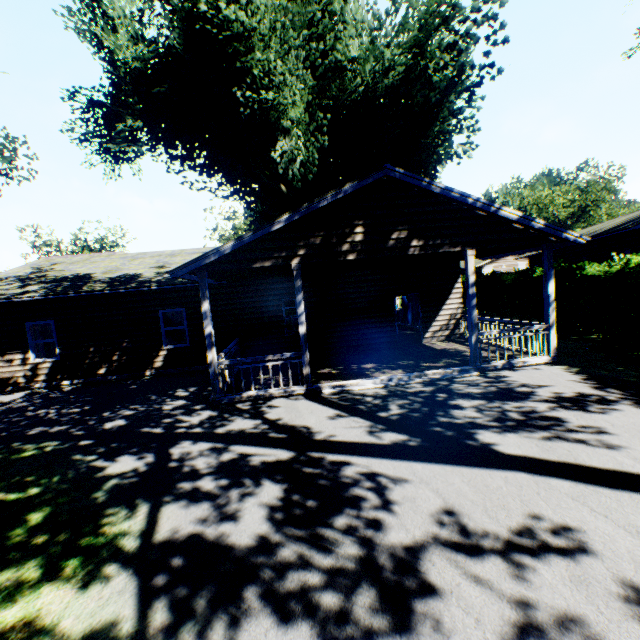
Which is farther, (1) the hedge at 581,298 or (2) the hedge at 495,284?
(2) the hedge at 495,284

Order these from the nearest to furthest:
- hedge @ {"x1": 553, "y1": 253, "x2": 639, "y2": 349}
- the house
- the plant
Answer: the house, hedge @ {"x1": 553, "y1": 253, "x2": 639, "y2": 349}, the plant

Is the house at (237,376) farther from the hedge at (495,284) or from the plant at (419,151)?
the hedge at (495,284)

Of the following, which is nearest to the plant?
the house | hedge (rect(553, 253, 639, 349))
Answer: the house

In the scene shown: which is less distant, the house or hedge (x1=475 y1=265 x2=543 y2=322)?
the house

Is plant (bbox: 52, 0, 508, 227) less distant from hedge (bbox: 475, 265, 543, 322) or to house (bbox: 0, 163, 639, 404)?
house (bbox: 0, 163, 639, 404)

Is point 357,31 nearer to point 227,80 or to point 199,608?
point 227,80
